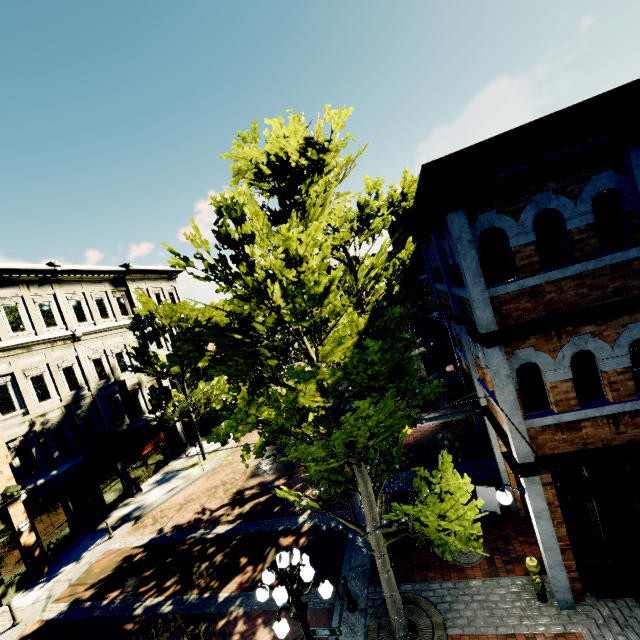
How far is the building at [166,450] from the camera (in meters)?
21.48

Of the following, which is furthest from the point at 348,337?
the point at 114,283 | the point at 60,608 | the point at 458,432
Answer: the point at 114,283

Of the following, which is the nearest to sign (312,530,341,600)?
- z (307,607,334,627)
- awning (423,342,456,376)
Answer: z (307,607,334,627)

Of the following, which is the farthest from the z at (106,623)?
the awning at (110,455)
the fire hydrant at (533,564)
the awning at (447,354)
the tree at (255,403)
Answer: the awning at (447,354)

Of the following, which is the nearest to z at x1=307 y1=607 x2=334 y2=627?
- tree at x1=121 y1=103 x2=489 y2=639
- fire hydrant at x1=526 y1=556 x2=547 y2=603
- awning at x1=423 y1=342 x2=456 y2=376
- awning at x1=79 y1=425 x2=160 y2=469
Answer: tree at x1=121 y1=103 x2=489 y2=639

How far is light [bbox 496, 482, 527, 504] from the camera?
6.8 meters

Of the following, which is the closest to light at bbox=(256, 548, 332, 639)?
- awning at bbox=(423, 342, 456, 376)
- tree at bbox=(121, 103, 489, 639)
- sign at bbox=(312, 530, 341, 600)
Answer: tree at bbox=(121, 103, 489, 639)

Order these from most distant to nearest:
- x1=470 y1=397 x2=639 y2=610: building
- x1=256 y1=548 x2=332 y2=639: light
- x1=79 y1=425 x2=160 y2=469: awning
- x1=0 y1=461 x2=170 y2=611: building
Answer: x1=79 y1=425 x2=160 y2=469: awning → x1=0 y1=461 x2=170 y2=611: building → x1=470 y1=397 x2=639 y2=610: building → x1=256 y1=548 x2=332 y2=639: light
